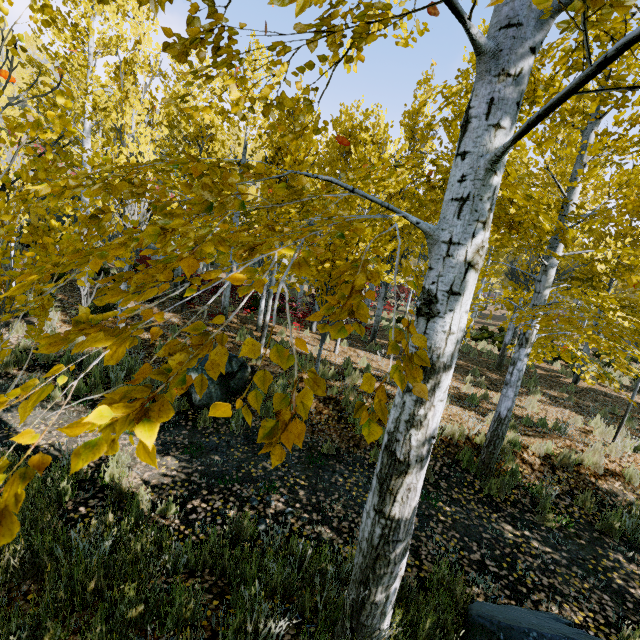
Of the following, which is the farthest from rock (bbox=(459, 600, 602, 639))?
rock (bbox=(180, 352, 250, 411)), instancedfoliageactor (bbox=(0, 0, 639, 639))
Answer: rock (bbox=(180, 352, 250, 411))

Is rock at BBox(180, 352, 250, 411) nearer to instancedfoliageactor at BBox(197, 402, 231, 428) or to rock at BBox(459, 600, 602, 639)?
instancedfoliageactor at BBox(197, 402, 231, 428)

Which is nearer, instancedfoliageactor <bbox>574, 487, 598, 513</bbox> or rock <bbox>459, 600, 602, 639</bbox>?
rock <bbox>459, 600, 602, 639</bbox>

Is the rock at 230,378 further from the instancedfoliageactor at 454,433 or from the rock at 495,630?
the rock at 495,630

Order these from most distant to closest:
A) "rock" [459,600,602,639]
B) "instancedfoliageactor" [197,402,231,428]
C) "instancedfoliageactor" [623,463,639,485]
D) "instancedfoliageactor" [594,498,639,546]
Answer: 1. "instancedfoliageactor" [623,463,639,485]
2. "instancedfoliageactor" [594,498,639,546]
3. "rock" [459,600,602,639]
4. "instancedfoliageactor" [197,402,231,428]

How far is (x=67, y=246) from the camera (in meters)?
2.35

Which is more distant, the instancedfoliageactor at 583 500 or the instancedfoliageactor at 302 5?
the instancedfoliageactor at 583 500
